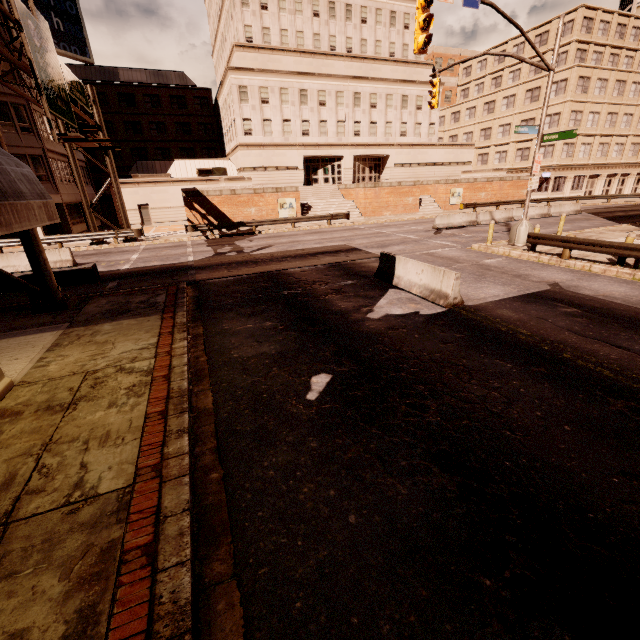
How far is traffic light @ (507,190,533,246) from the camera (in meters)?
15.94

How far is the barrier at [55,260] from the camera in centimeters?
1703cm

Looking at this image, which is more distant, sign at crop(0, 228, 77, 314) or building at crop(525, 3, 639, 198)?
building at crop(525, 3, 639, 198)

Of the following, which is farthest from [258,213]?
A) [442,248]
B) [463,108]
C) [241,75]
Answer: [463,108]

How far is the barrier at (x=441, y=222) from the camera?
24.8 meters

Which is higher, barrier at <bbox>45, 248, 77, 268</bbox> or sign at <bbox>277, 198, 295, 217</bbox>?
sign at <bbox>277, 198, 295, 217</bbox>

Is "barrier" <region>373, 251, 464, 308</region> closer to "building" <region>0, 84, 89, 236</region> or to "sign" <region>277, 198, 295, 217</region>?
"sign" <region>277, 198, 295, 217</region>

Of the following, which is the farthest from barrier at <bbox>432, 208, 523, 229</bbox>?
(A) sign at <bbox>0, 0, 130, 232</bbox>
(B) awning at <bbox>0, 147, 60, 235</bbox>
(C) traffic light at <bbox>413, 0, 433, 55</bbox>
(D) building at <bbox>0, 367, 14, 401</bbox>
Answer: (D) building at <bbox>0, 367, 14, 401</bbox>
